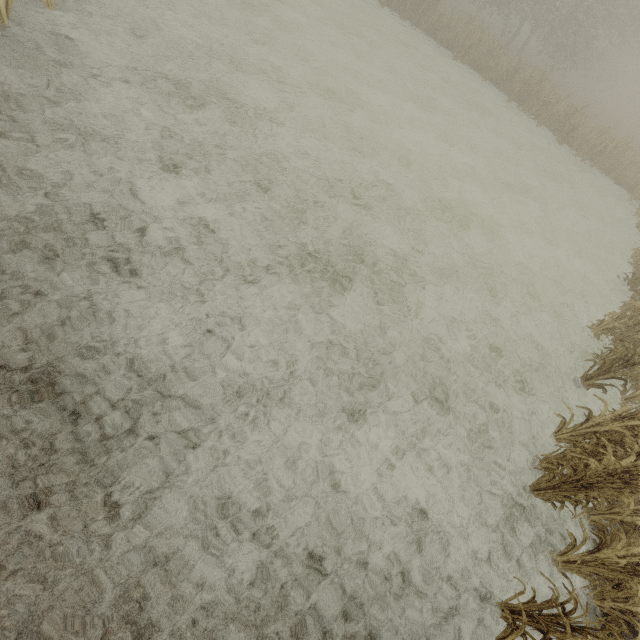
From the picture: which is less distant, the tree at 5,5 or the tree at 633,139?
the tree at 5,5

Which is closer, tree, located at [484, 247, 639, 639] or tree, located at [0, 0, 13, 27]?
tree, located at [484, 247, 639, 639]

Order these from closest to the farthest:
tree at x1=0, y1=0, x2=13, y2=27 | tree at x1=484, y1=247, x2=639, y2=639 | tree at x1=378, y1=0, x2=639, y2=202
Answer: tree at x1=484, y1=247, x2=639, y2=639
tree at x1=0, y1=0, x2=13, y2=27
tree at x1=378, y1=0, x2=639, y2=202

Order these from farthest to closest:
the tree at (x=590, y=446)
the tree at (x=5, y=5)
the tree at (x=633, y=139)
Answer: the tree at (x=633, y=139) → the tree at (x=5, y=5) → the tree at (x=590, y=446)

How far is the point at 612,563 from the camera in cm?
397

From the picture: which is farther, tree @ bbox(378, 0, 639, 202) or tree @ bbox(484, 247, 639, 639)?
tree @ bbox(378, 0, 639, 202)

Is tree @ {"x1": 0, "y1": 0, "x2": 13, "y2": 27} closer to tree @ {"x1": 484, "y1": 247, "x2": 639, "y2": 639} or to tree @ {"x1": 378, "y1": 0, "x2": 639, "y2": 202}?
tree @ {"x1": 484, "y1": 247, "x2": 639, "y2": 639}

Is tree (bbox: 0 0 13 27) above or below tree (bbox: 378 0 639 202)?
below
